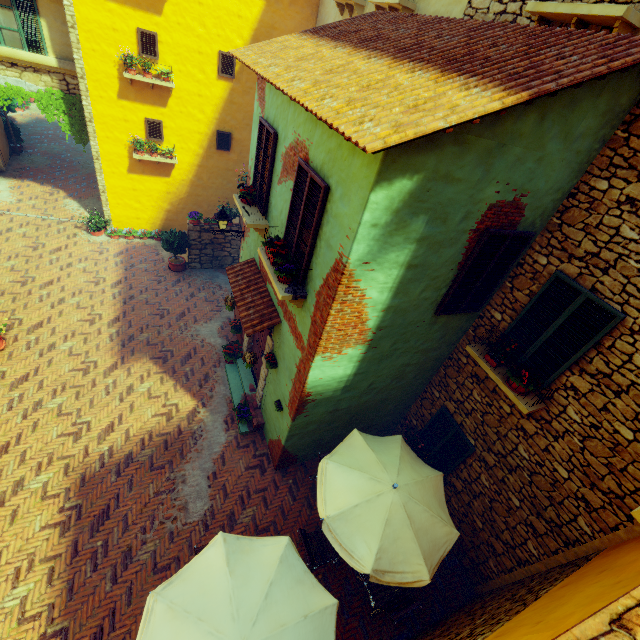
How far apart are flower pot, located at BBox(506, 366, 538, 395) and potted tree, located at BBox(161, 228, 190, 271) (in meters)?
11.35

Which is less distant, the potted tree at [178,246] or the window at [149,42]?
the window at [149,42]

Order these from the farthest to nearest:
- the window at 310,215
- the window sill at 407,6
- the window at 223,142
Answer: the window at 223,142
the window sill at 407,6
the window at 310,215

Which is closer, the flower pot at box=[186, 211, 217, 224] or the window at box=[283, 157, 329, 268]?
the window at box=[283, 157, 329, 268]

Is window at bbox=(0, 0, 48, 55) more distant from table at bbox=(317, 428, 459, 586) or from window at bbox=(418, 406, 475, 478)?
window at bbox=(418, 406, 475, 478)

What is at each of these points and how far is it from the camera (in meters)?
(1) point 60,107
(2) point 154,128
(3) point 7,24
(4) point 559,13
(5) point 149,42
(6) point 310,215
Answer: (1) vines, 11.52
(2) window, 11.93
(3) window, 9.83
(4) window sill, 4.49
(5) window, 10.38
(6) window, 5.02

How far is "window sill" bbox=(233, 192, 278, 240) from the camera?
6.8 meters

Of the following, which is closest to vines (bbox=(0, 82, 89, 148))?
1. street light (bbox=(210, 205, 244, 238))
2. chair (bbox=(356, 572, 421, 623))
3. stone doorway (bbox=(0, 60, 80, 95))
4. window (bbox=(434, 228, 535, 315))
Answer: stone doorway (bbox=(0, 60, 80, 95))
